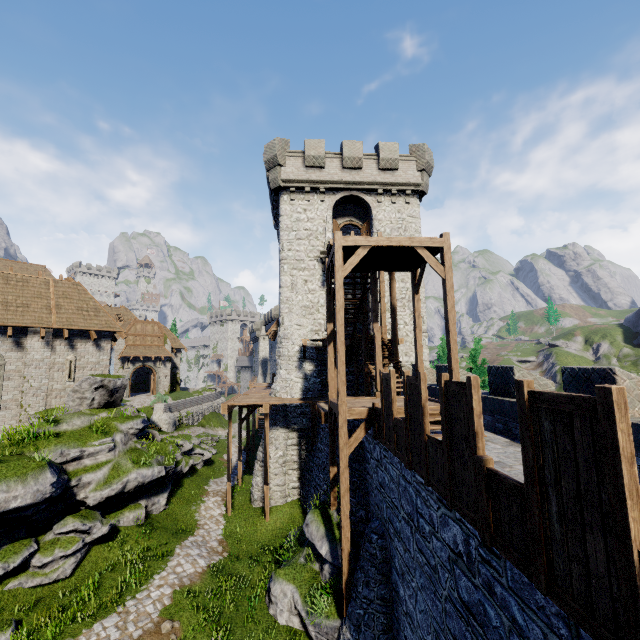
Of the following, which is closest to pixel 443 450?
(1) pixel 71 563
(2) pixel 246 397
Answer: (1) pixel 71 563

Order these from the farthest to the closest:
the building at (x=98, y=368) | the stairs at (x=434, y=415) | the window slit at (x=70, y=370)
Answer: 1. the window slit at (x=70, y=370)
2. the building at (x=98, y=368)
3. the stairs at (x=434, y=415)

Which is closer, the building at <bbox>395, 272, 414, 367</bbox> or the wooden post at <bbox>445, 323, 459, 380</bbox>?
the wooden post at <bbox>445, 323, 459, 380</bbox>

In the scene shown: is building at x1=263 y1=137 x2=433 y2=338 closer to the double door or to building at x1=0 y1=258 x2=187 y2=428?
building at x1=0 y1=258 x2=187 y2=428

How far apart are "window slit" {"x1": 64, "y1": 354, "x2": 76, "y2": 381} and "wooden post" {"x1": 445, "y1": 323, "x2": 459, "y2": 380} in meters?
20.4

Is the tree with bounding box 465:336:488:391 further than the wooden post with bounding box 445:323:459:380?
Yes

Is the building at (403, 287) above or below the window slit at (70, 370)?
above

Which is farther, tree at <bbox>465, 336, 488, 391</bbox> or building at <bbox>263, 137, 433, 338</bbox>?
tree at <bbox>465, 336, 488, 391</bbox>
